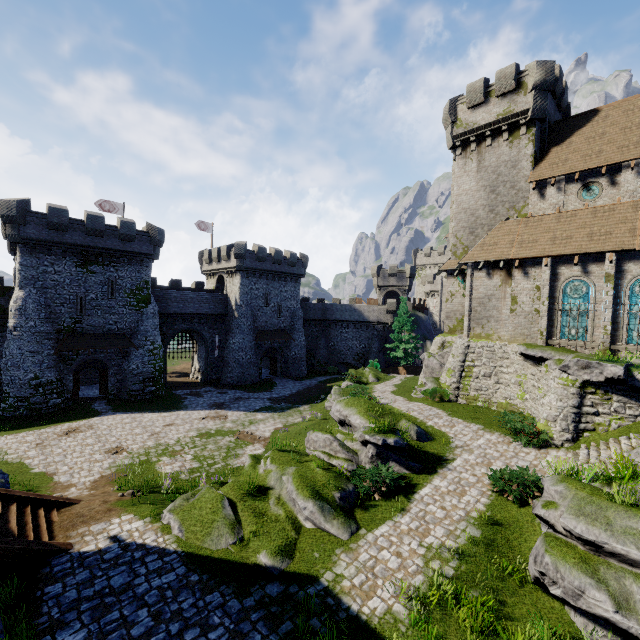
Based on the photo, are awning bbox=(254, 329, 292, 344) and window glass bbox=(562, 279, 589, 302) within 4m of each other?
no

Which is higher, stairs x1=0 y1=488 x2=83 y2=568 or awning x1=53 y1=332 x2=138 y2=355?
awning x1=53 y1=332 x2=138 y2=355

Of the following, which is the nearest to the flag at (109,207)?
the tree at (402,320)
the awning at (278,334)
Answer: the awning at (278,334)

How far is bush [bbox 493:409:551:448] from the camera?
15.1m

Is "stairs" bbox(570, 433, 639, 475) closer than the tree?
Yes

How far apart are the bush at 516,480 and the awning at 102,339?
30.21m

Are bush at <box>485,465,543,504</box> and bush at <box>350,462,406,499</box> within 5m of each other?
yes

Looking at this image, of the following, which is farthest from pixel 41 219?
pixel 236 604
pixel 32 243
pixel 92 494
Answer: pixel 236 604
